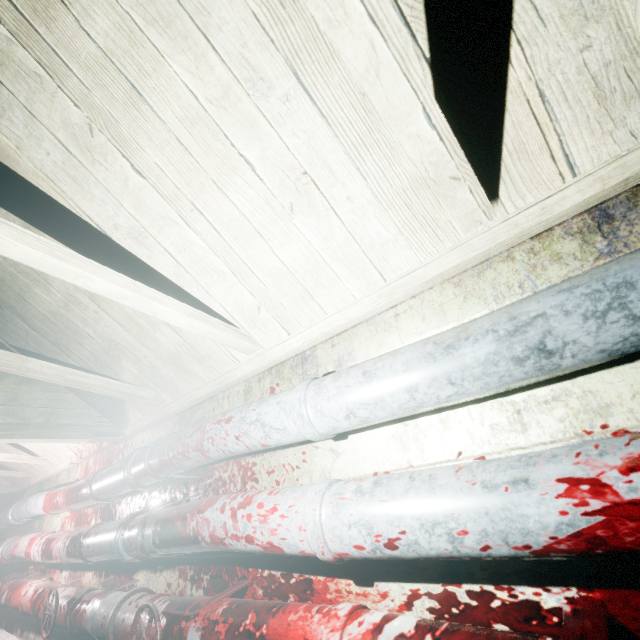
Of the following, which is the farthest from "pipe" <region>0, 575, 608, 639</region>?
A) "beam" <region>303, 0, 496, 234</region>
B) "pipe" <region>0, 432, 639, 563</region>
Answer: "beam" <region>303, 0, 496, 234</region>

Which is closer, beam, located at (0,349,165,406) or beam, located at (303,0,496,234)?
beam, located at (303,0,496,234)

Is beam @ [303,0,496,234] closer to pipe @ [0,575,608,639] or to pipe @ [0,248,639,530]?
pipe @ [0,248,639,530]

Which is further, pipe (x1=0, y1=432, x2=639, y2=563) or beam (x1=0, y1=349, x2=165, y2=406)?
beam (x1=0, y1=349, x2=165, y2=406)

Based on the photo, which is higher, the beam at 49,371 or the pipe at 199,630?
the beam at 49,371

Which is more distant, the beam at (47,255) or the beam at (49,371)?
the beam at (49,371)

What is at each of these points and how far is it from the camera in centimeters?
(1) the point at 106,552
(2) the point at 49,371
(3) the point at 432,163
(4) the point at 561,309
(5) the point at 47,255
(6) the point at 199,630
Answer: (1) pipe, 172cm
(2) beam, 160cm
(3) beam, 78cm
(4) pipe, 66cm
(5) beam, 97cm
(6) pipe, 108cm

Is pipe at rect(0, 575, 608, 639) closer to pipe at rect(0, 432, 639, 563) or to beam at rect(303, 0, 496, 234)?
pipe at rect(0, 432, 639, 563)
